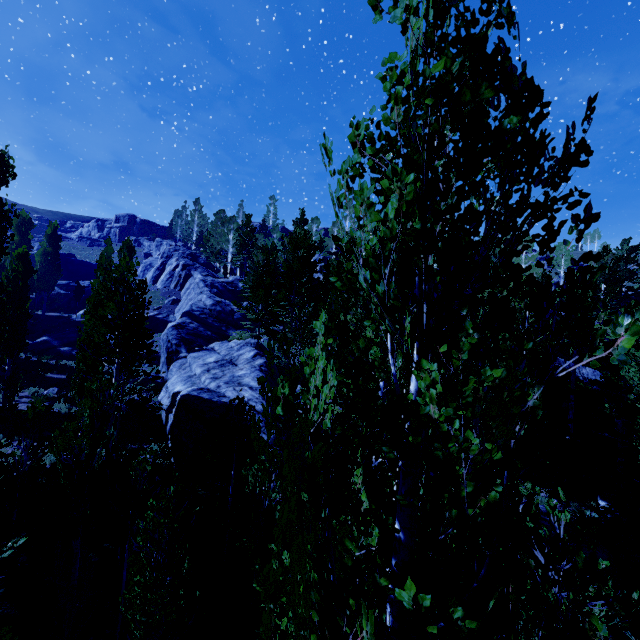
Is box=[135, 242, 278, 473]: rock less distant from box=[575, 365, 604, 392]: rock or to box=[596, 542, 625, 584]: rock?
box=[575, 365, 604, 392]: rock

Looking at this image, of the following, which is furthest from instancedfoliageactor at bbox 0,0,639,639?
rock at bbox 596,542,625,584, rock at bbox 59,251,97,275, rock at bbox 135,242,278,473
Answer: rock at bbox 59,251,97,275

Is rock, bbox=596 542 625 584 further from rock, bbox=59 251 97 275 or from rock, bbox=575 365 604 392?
rock, bbox=59 251 97 275

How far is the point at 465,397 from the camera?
1.6 meters

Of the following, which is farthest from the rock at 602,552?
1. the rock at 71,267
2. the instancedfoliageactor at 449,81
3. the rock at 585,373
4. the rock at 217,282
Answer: the rock at 71,267

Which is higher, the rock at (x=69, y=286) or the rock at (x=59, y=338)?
the rock at (x=69, y=286)

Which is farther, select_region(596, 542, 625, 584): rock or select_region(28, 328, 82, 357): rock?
select_region(28, 328, 82, 357): rock
